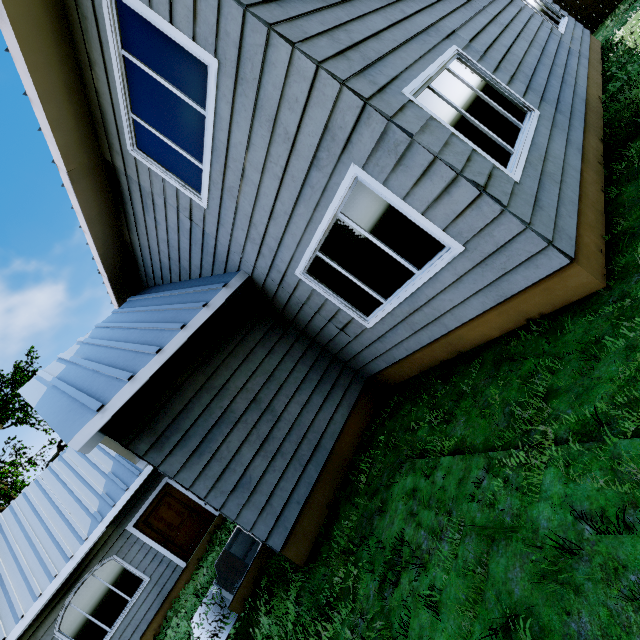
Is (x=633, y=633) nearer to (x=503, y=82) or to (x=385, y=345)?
(x=385, y=345)

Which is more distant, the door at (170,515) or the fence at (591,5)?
the door at (170,515)

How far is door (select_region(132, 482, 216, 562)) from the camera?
10.3m

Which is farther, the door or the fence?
the door

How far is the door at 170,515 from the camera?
10.31m
